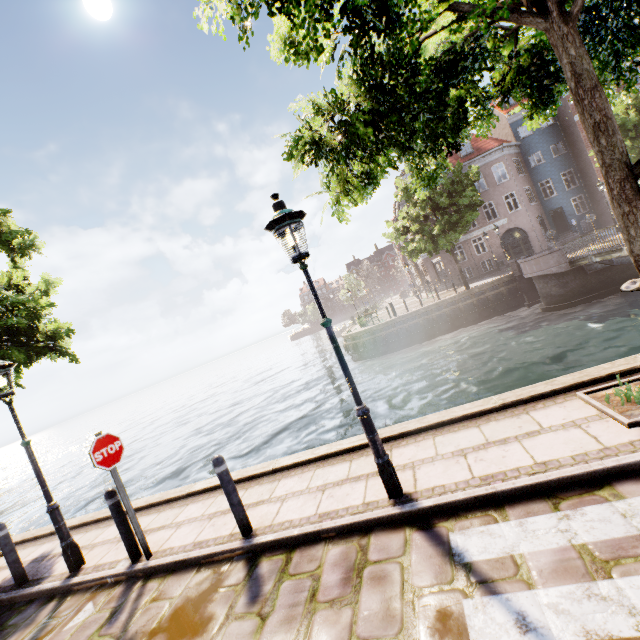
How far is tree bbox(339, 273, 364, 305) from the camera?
56.50m

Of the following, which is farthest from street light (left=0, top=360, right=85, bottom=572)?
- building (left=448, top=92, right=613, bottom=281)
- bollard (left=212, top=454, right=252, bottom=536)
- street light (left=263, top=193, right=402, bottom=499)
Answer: building (left=448, top=92, right=613, bottom=281)

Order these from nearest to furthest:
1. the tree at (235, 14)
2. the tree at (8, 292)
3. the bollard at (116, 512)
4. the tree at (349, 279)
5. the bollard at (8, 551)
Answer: the tree at (235, 14) → the bollard at (116, 512) → the bollard at (8, 551) → the tree at (8, 292) → the tree at (349, 279)

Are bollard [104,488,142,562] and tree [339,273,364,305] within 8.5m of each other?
no

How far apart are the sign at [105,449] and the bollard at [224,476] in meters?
1.6

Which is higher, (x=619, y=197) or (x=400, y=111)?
(x=400, y=111)

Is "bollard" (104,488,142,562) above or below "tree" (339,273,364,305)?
below

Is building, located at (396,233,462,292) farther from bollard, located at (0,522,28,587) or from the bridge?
bollard, located at (0,522,28,587)
